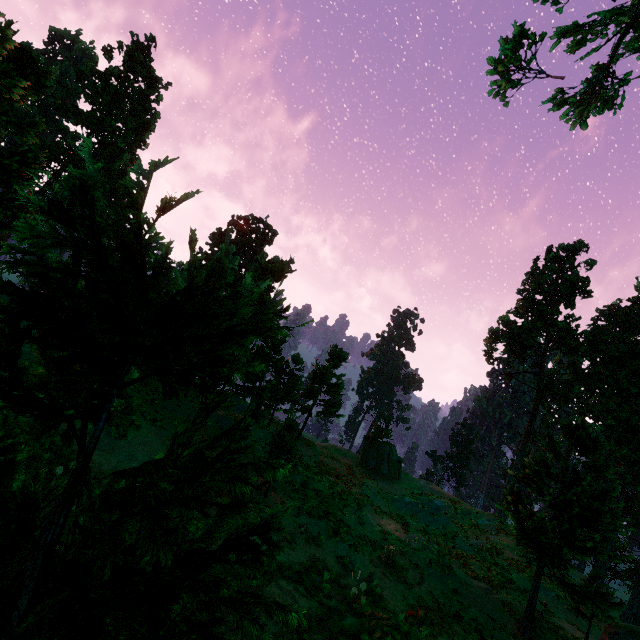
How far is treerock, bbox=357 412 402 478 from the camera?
35.0m

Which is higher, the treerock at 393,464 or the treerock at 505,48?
the treerock at 505,48

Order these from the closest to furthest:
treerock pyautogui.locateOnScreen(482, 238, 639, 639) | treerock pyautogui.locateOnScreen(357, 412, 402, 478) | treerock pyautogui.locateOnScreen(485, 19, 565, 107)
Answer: treerock pyautogui.locateOnScreen(482, 238, 639, 639), treerock pyautogui.locateOnScreen(485, 19, 565, 107), treerock pyautogui.locateOnScreen(357, 412, 402, 478)

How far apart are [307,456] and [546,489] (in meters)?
22.58

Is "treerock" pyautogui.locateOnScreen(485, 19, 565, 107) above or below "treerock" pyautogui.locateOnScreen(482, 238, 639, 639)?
above

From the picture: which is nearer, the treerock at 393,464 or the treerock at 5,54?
the treerock at 5,54
